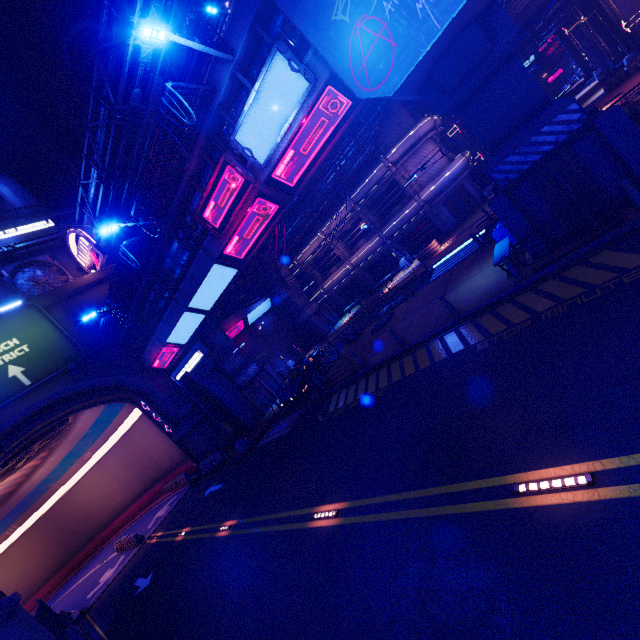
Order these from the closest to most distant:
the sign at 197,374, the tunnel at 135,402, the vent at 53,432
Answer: the sign at 197,374, the vent at 53,432, the tunnel at 135,402

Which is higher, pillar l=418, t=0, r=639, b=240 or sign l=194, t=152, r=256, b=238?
sign l=194, t=152, r=256, b=238

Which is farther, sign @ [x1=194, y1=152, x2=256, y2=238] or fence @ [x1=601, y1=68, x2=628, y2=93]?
fence @ [x1=601, y1=68, x2=628, y2=93]

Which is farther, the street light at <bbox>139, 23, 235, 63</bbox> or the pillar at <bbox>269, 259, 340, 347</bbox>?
the pillar at <bbox>269, 259, 340, 347</bbox>

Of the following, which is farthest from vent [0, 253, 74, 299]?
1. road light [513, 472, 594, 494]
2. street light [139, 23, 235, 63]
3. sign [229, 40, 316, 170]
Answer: road light [513, 472, 594, 494]

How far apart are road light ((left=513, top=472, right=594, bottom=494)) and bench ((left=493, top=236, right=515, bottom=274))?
9.04m

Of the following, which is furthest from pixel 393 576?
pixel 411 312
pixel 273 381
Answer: pixel 273 381

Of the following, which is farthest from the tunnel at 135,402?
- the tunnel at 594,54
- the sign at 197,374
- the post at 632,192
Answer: the tunnel at 594,54
